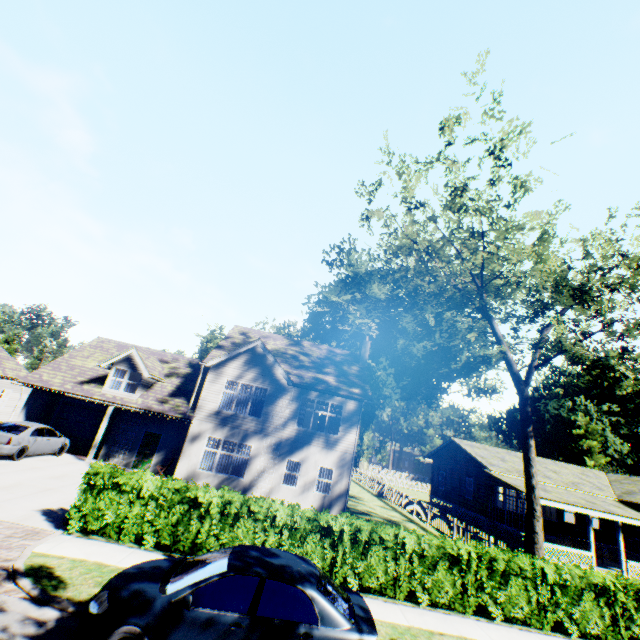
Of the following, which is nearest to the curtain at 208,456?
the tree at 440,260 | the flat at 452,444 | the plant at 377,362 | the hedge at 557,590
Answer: the hedge at 557,590

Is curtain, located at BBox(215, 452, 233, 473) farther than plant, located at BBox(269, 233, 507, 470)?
No

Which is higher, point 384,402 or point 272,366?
point 384,402

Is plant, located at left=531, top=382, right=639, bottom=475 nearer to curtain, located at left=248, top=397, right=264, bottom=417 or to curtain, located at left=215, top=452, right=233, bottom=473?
curtain, located at left=248, top=397, right=264, bottom=417

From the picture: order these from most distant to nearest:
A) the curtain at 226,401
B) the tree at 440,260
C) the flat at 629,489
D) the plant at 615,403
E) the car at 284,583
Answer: the plant at 615,403
the flat at 629,489
the curtain at 226,401
the tree at 440,260
the car at 284,583

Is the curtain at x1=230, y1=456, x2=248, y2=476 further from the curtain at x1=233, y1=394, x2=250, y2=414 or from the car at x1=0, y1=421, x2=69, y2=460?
Answer: the car at x1=0, y1=421, x2=69, y2=460

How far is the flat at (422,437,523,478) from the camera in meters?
25.1
